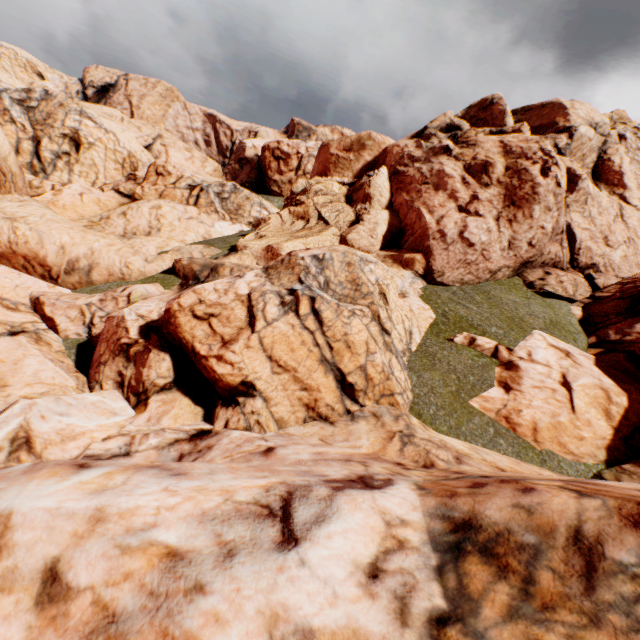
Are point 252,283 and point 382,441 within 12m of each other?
yes
